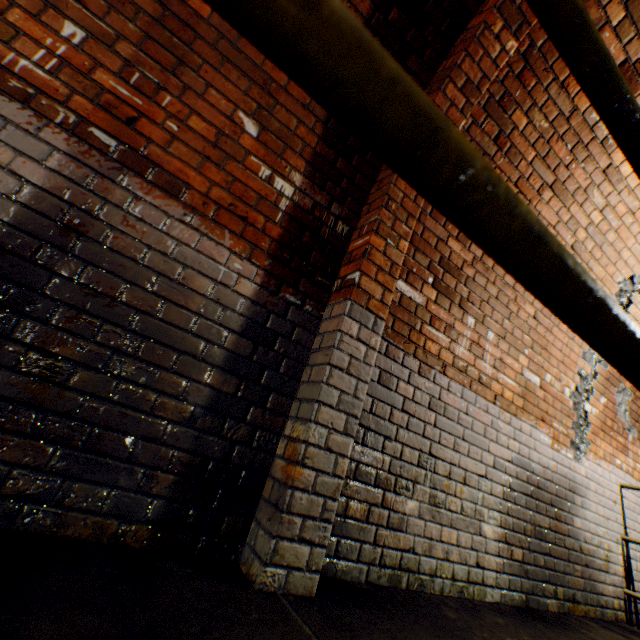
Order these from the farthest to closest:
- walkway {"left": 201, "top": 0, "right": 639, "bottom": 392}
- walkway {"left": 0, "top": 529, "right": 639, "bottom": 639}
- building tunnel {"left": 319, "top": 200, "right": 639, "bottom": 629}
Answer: building tunnel {"left": 319, "top": 200, "right": 639, "bottom": 629}, walkway {"left": 0, "top": 529, "right": 639, "bottom": 639}, walkway {"left": 201, "top": 0, "right": 639, "bottom": 392}

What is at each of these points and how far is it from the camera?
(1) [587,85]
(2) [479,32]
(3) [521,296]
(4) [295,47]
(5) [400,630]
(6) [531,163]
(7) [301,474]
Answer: (1) walkway, 0.6m
(2) wall archway, 1.9m
(3) building tunnel, 2.9m
(4) walkway, 0.2m
(5) walkway, 1.3m
(6) building tunnel, 2.5m
(7) wall archway, 1.4m

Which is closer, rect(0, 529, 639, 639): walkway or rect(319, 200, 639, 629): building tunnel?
rect(0, 529, 639, 639): walkway

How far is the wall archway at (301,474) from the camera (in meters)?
1.30

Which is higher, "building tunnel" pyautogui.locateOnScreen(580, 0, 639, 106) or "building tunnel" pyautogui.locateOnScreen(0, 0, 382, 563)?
"building tunnel" pyautogui.locateOnScreen(580, 0, 639, 106)

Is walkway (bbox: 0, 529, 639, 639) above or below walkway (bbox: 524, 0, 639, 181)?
below

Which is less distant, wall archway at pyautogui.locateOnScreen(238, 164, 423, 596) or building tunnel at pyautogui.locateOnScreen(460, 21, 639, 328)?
wall archway at pyautogui.locateOnScreen(238, 164, 423, 596)

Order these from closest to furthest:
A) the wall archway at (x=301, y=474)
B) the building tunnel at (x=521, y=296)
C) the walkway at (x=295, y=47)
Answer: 1. the walkway at (x=295, y=47)
2. the wall archway at (x=301, y=474)
3. the building tunnel at (x=521, y=296)
